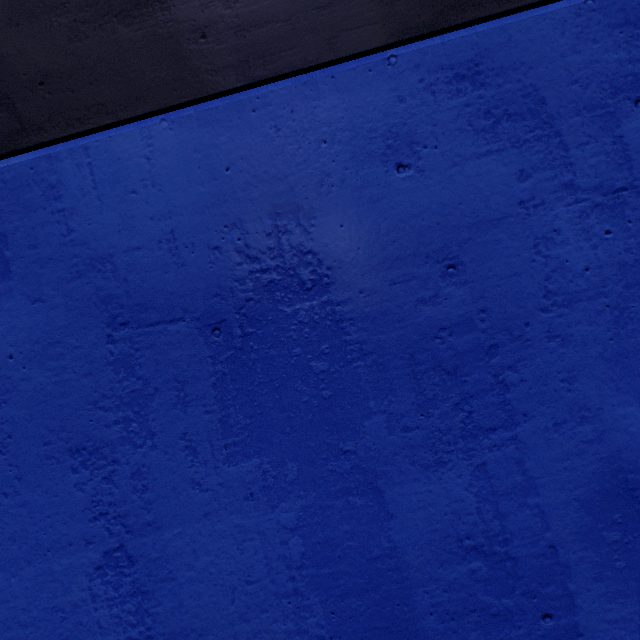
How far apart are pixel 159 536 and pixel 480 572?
1.4 meters
